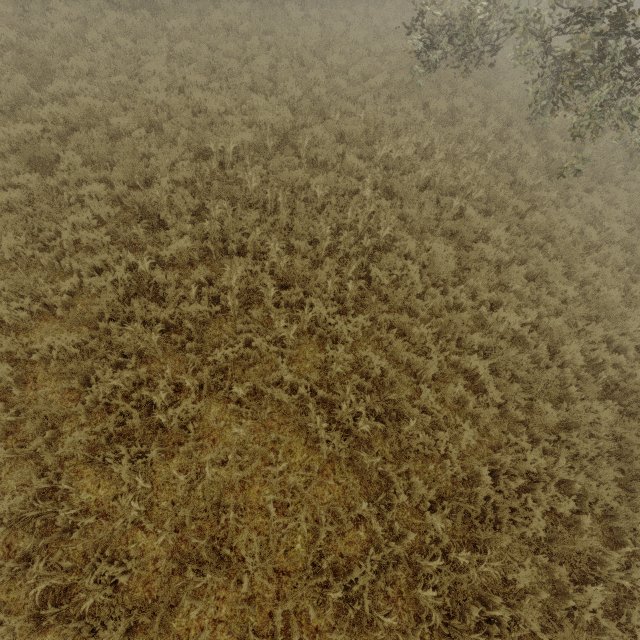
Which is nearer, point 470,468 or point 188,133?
point 470,468
